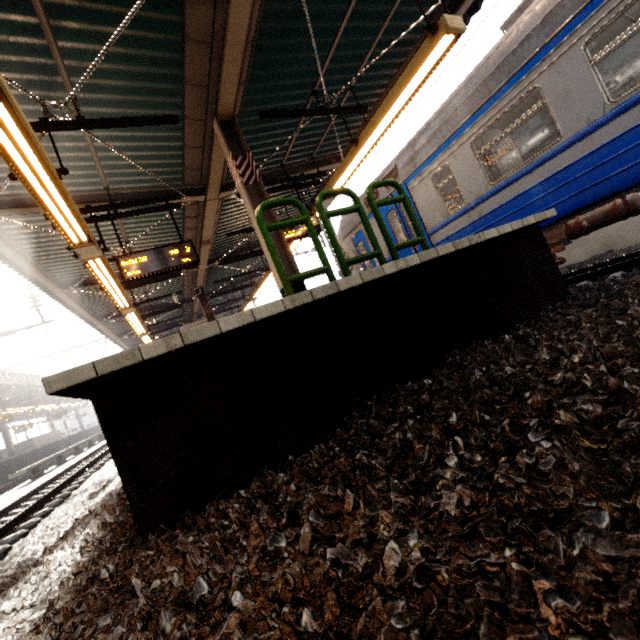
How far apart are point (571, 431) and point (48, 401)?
38.21m

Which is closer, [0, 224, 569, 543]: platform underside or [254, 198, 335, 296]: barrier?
[0, 224, 569, 543]: platform underside

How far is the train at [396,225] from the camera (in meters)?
7.41

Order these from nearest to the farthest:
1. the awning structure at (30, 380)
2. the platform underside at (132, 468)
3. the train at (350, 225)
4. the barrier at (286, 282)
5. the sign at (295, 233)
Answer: the platform underside at (132, 468)
the barrier at (286, 282)
the sign at (295, 233)
the train at (350, 225)
the awning structure at (30, 380)

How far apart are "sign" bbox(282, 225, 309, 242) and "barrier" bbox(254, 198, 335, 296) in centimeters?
449cm

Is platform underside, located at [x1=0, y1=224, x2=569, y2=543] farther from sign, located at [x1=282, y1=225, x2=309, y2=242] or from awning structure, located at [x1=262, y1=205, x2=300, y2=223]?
sign, located at [x1=282, y1=225, x2=309, y2=242]

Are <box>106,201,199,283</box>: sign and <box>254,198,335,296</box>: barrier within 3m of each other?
no

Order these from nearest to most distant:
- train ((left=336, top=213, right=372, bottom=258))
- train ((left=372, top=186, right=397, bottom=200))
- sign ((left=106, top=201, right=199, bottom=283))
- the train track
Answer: the train track → sign ((left=106, top=201, right=199, bottom=283)) → train ((left=372, top=186, right=397, bottom=200)) → train ((left=336, top=213, right=372, bottom=258))
